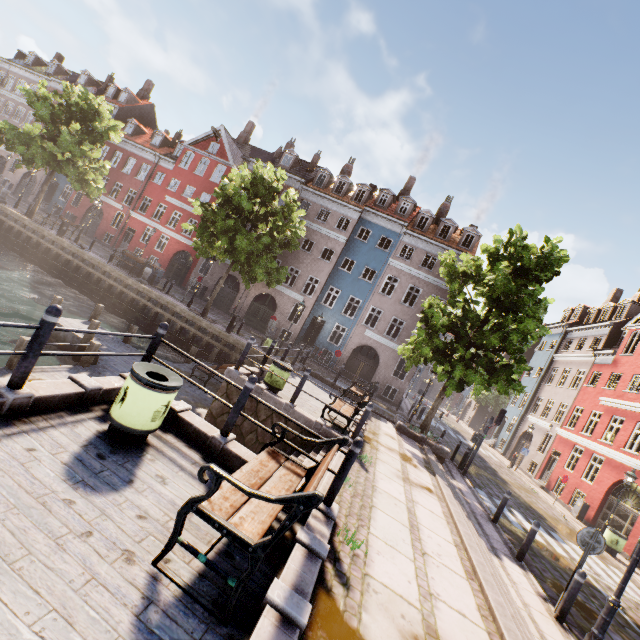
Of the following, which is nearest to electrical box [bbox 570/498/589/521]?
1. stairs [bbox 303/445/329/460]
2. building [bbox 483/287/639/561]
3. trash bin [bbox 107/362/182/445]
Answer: building [bbox 483/287/639/561]

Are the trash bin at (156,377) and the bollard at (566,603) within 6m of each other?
no

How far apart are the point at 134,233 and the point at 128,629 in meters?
38.9

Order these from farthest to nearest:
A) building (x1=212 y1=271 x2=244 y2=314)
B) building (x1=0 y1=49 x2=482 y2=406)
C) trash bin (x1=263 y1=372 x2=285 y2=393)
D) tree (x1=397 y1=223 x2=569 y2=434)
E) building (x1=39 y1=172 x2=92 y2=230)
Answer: building (x1=39 y1=172 x2=92 y2=230)
building (x1=212 y1=271 x2=244 y2=314)
building (x1=0 y1=49 x2=482 y2=406)
tree (x1=397 y1=223 x2=569 y2=434)
trash bin (x1=263 y1=372 x2=285 y2=393)

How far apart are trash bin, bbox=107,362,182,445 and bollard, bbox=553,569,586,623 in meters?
8.6

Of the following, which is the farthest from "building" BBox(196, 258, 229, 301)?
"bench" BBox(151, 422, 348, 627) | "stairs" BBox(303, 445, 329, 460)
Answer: "bench" BBox(151, 422, 348, 627)

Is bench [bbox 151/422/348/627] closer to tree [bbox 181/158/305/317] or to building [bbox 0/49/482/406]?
tree [bbox 181/158/305/317]

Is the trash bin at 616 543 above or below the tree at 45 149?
below
